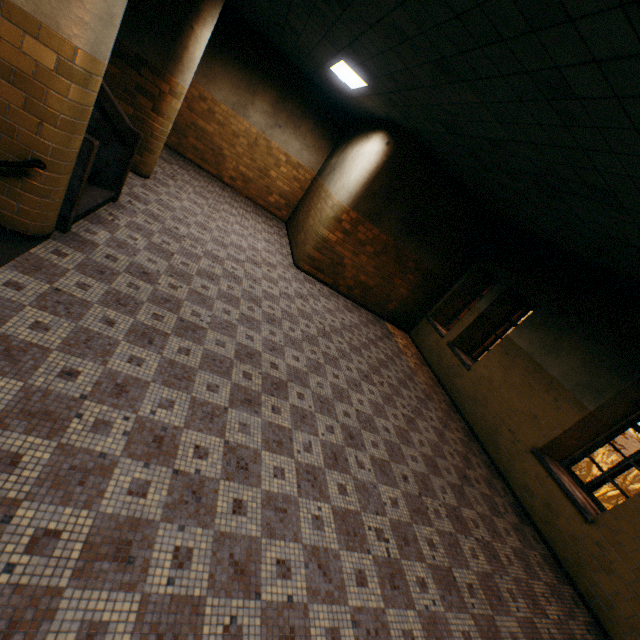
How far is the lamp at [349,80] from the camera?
5.9m

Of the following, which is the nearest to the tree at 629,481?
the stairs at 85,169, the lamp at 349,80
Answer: the lamp at 349,80

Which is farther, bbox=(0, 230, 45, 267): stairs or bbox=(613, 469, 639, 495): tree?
bbox=(613, 469, 639, 495): tree

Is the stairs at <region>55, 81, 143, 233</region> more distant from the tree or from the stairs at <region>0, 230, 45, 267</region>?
the tree

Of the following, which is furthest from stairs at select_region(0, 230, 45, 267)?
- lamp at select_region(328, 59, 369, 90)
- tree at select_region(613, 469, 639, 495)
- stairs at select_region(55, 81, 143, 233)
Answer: tree at select_region(613, 469, 639, 495)

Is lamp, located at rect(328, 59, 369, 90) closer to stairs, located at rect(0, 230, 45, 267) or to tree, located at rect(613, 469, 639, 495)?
stairs, located at rect(0, 230, 45, 267)

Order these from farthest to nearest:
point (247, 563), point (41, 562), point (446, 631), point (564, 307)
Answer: point (564, 307)
point (446, 631)
point (247, 563)
point (41, 562)
